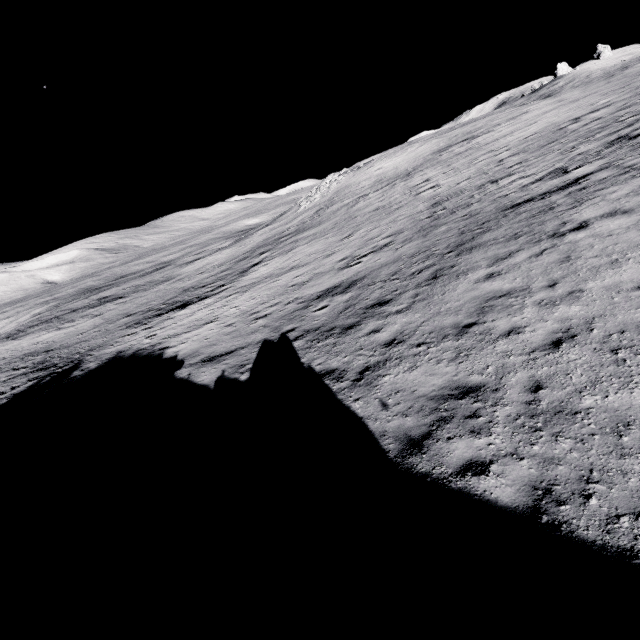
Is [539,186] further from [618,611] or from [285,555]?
[285,555]
